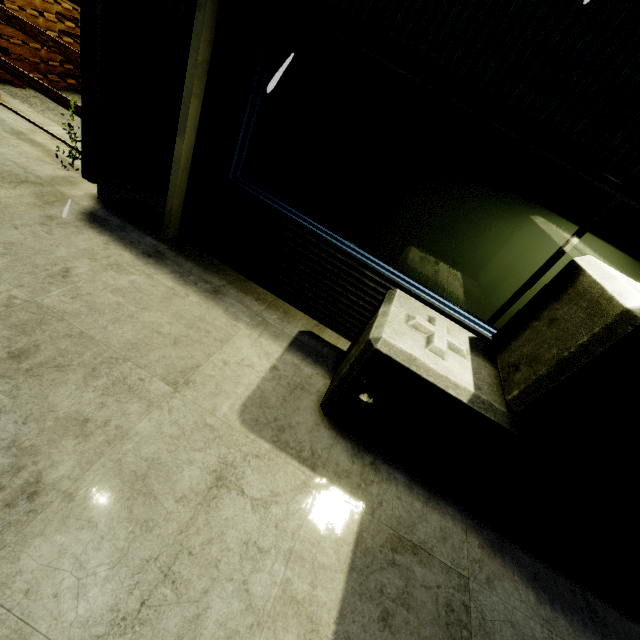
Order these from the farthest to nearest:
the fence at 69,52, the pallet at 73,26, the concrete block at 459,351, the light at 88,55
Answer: the pallet at 73,26
the fence at 69,52
the light at 88,55
the concrete block at 459,351

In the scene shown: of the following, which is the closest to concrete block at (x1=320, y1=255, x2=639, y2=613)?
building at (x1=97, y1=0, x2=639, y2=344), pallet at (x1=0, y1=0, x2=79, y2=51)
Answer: building at (x1=97, y1=0, x2=639, y2=344)

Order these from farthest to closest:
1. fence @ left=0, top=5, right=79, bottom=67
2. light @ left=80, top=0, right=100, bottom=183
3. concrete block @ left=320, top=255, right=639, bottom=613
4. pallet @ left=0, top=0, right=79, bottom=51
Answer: pallet @ left=0, top=0, right=79, bottom=51 < fence @ left=0, top=5, right=79, bottom=67 < light @ left=80, top=0, right=100, bottom=183 < concrete block @ left=320, top=255, right=639, bottom=613

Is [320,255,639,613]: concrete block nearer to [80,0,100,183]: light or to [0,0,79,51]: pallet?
[80,0,100,183]: light

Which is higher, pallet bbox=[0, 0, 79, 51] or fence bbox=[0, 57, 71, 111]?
pallet bbox=[0, 0, 79, 51]

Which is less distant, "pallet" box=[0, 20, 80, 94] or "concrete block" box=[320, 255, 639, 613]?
"concrete block" box=[320, 255, 639, 613]

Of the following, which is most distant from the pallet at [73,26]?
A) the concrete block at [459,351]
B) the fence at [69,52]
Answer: the concrete block at [459,351]

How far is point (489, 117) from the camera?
2.43m
